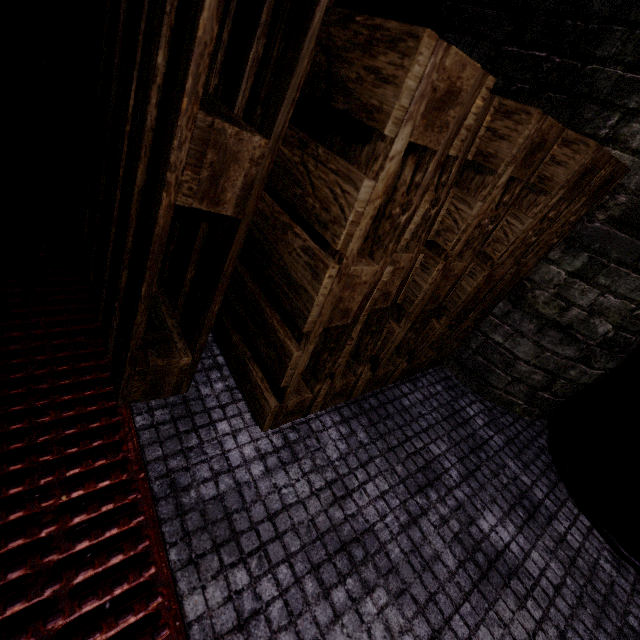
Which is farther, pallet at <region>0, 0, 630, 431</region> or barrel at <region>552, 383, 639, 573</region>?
barrel at <region>552, 383, 639, 573</region>

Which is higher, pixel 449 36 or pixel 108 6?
pixel 449 36

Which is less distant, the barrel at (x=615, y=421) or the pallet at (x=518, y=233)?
the pallet at (x=518, y=233)
